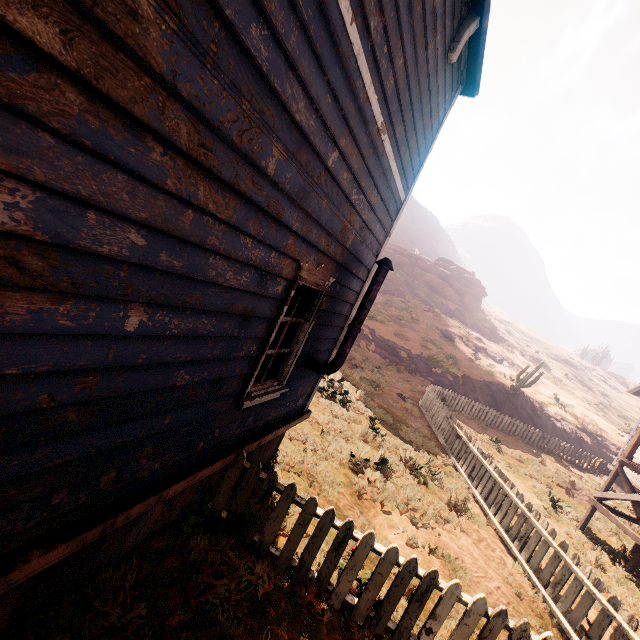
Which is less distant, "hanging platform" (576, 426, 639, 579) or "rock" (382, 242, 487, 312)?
"hanging platform" (576, 426, 639, 579)

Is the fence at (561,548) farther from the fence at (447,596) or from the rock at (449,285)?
the rock at (449,285)

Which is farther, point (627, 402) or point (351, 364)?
point (627, 402)

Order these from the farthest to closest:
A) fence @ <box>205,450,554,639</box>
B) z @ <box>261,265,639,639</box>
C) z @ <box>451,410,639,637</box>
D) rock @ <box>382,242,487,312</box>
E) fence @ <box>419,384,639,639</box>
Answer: rock @ <box>382,242,487,312</box>
z @ <box>451,410,639,637</box>
z @ <box>261,265,639,639</box>
fence @ <box>419,384,639,639</box>
fence @ <box>205,450,554,639</box>

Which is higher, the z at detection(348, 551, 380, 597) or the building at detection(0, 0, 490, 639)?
the building at detection(0, 0, 490, 639)

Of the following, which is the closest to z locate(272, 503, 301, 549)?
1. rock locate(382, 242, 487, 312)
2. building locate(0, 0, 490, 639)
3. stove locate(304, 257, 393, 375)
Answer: building locate(0, 0, 490, 639)

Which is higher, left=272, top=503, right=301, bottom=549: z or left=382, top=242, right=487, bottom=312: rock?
left=382, top=242, right=487, bottom=312: rock

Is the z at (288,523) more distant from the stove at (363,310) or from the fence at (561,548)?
the stove at (363,310)
